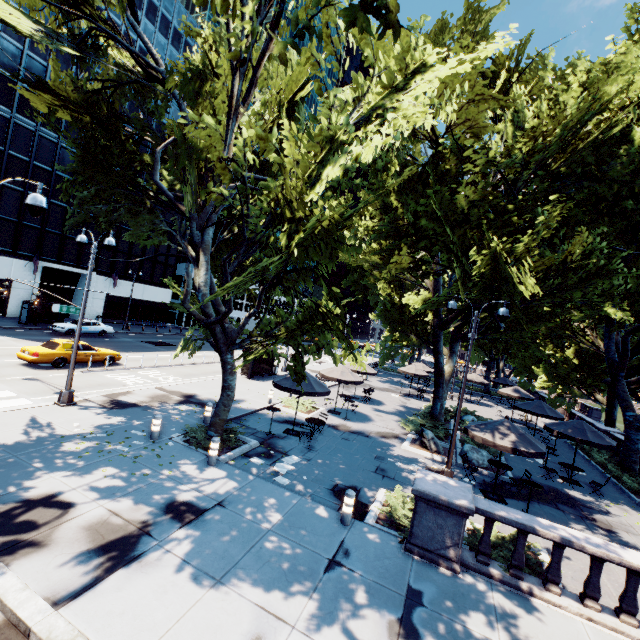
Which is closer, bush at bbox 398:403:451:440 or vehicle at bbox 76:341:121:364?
bush at bbox 398:403:451:440

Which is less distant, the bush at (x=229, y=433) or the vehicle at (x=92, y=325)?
the bush at (x=229, y=433)

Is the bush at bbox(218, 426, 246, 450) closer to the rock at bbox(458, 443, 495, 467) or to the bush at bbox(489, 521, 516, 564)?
the bush at bbox(489, 521, 516, 564)

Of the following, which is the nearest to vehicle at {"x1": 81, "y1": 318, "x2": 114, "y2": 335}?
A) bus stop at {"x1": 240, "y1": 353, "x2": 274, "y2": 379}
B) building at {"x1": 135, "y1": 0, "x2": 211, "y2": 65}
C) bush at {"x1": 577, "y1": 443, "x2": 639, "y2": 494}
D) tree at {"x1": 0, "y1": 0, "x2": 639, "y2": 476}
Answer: building at {"x1": 135, "y1": 0, "x2": 211, "y2": 65}

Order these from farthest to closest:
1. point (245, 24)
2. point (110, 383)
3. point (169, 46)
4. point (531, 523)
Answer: point (169, 46) < point (110, 383) < point (531, 523) < point (245, 24)

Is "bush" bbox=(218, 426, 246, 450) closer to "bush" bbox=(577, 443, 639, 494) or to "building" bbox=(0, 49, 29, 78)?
"bush" bbox=(577, 443, 639, 494)

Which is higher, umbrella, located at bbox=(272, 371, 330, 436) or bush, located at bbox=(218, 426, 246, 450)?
umbrella, located at bbox=(272, 371, 330, 436)

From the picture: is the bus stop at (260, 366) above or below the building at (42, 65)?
below
